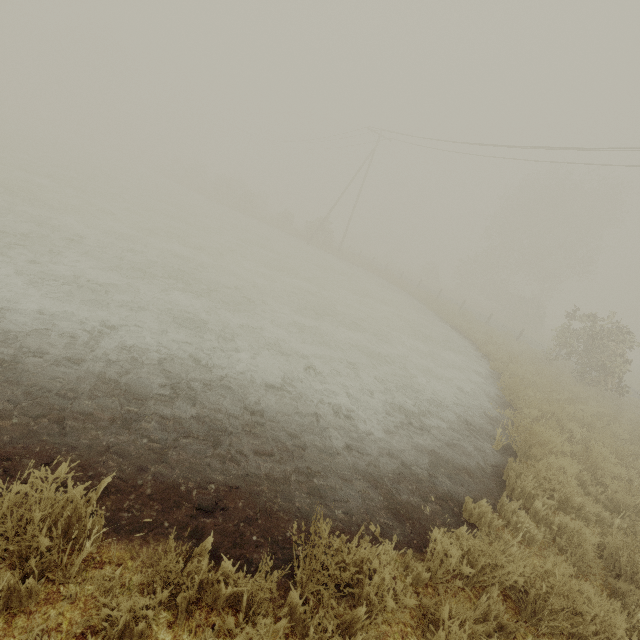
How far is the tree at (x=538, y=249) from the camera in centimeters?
3547cm

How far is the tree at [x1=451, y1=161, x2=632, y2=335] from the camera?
35.5m

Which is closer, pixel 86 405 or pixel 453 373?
pixel 86 405
